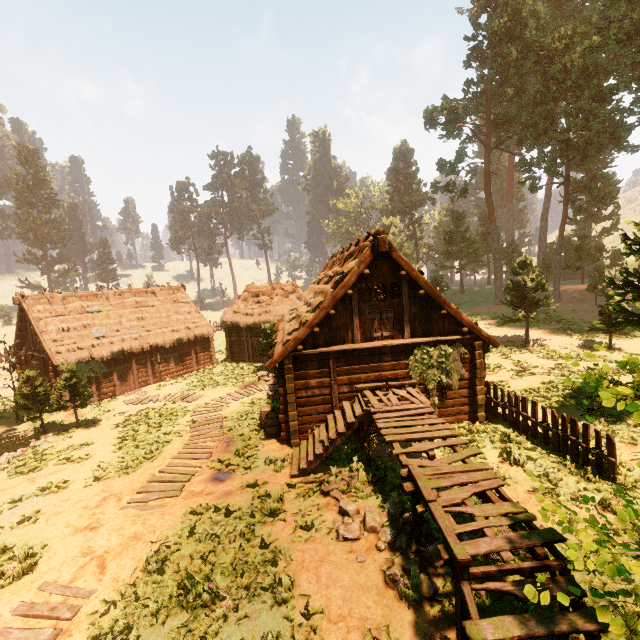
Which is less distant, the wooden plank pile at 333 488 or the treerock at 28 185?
the wooden plank pile at 333 488

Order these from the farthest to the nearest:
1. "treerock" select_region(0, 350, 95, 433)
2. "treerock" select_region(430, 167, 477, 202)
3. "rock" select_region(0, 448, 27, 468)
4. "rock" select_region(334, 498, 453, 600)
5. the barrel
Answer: "treerock" select_region(430, 167, 477, 202), "treerock" select_region(0, 350, 95, 433), "rock" select_region(0, 448, 27, 468), the barrel, "rock" select_region(334, 498, 453, 600)

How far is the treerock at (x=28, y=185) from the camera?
58.7m

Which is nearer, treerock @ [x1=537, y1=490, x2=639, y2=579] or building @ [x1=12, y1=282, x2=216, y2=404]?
treerock @ [x1=537, y1=490, x2=639, y2=579]

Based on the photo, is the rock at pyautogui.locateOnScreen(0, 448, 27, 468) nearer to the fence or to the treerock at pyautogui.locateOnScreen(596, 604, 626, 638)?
the treerock at pyautogui.locateOnScreen(596, 604, 626, 638)

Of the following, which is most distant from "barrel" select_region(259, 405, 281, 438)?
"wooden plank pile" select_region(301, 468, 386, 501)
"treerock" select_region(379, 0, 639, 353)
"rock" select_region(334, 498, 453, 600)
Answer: "treerock" select_region(379, 0, 639, 353)

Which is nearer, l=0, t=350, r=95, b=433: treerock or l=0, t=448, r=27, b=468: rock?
l=0, t=448, r=27, b=468: rock

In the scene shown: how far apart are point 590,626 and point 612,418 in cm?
991
